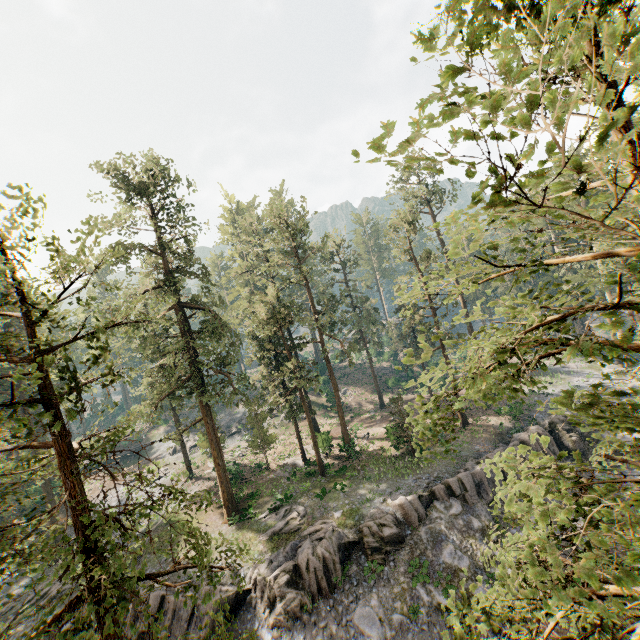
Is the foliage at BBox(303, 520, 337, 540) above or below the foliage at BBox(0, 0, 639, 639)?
below

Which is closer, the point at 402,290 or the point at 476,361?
the point at 402,290

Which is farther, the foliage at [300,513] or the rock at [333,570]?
the foliage at [300,513]

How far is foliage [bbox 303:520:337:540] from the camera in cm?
2290

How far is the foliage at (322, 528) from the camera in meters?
22.9

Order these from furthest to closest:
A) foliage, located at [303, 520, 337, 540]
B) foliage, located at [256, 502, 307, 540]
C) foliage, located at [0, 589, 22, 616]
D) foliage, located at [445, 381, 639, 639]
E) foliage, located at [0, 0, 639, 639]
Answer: foliage, located at [256, 502, 307, 540] < foliage, located at [303, 520, 337, 540] < foliage, located at [0, 589, 22, 616] < foliage, located at [0, 0, 639, 639] < foliage, located at [445, 381, 639, 639]

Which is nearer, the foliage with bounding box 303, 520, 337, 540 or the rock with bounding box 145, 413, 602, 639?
the rock with bounding box 145, 413, 602, 639

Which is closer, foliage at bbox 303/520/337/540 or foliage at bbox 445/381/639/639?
foliage at bbox 445/381/639/639
